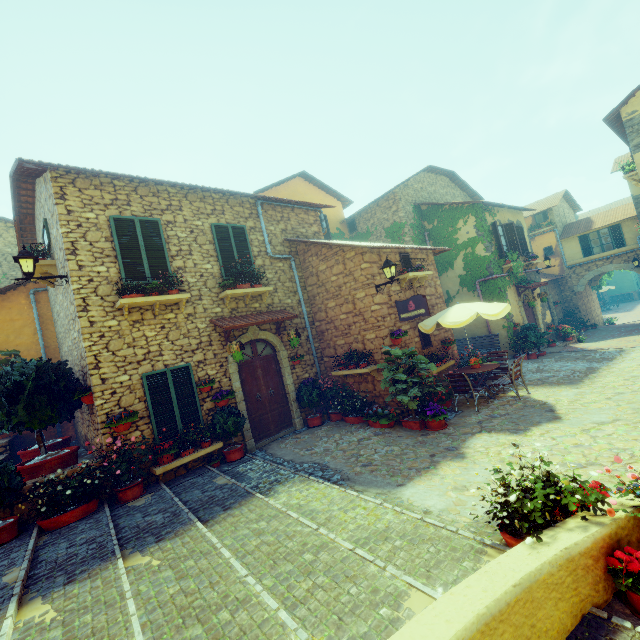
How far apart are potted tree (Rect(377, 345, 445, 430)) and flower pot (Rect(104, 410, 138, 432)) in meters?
5.7

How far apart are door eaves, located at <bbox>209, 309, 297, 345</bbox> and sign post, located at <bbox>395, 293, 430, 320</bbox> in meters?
2.9

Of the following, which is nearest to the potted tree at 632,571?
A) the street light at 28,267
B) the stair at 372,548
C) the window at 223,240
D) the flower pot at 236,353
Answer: the stair at 372,548

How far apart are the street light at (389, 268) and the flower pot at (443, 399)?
3.25m

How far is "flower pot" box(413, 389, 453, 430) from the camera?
7.7 meters

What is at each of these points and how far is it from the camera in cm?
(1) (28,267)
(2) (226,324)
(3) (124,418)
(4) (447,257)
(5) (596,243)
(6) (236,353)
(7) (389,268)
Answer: (1) street light, 657
(2) door eaves, 832
(3) flower pot, 670
(4) vines, 1602
(5) window, 2128
(6) flower pot, 817
(7) street light, 866

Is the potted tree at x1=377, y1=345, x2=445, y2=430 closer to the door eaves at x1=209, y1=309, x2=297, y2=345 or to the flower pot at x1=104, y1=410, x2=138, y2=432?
the door eaves at x1=209, y1=309, x2=297, y2=345

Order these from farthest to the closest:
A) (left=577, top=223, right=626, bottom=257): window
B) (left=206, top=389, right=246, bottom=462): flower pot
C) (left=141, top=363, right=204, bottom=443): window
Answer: (left=577, top=223, right=626, bottom=257): window → (left=206, top=389, right=246, bottom=462): flower pot → (left=141, top=363, right=204, bottom=443): window
